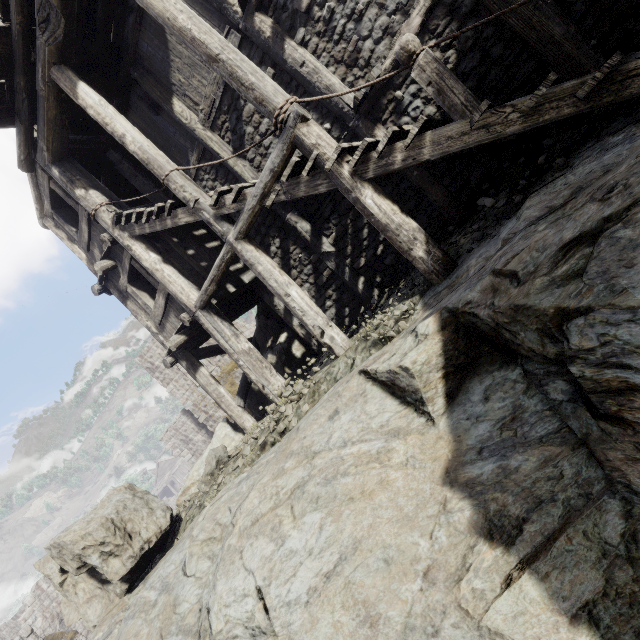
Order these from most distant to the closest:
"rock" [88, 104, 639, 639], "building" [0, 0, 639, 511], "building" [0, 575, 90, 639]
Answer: "building" [0, 575, 90, 639]
"building" [0, 0, 639, 511]
"rock" [88, 104, 639, 639]

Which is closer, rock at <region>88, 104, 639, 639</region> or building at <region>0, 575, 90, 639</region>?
rock at <region>88, 104, 639, 639</region>

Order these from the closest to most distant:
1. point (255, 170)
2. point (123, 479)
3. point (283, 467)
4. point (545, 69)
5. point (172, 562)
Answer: point (283, 467)
point (545, 69)
point (172, 562)
point (255, 170)
point (123, 479)

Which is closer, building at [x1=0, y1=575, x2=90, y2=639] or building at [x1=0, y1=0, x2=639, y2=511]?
building at [x1=0, y1=0, x2=639, y2=511]

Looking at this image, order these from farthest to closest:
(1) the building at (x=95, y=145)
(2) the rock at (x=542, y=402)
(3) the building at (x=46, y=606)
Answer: (3) the building at (x=46, y=606) < (1) the building at (x=95, y=145) < (2) the rock at (x=542, y=402)

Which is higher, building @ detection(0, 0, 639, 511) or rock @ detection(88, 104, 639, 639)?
building @ detection(0, 0, 639, 511)

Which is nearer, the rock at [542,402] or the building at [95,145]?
the rock at [542,402]
